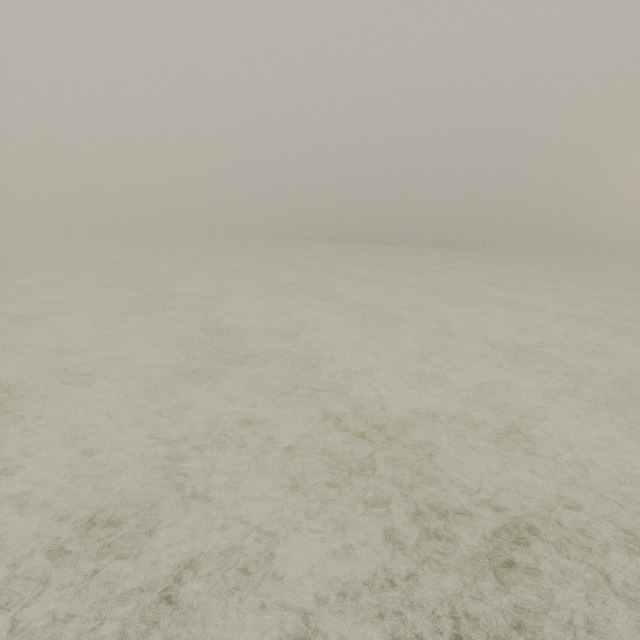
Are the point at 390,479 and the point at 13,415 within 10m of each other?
yes
